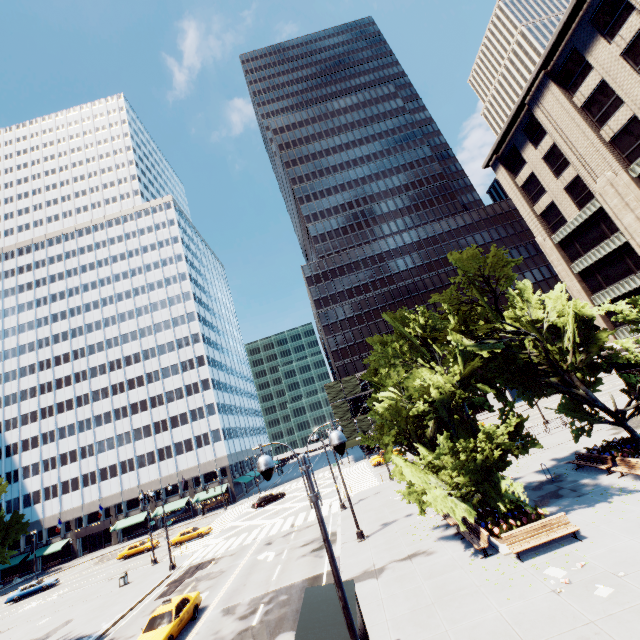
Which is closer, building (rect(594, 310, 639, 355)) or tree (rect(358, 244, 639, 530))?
tree (rect(358, 244, 639, 530))

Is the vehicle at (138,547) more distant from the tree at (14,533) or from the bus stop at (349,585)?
the bus stop at (349,585)

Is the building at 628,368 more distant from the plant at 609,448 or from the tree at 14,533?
the plant at 609,448

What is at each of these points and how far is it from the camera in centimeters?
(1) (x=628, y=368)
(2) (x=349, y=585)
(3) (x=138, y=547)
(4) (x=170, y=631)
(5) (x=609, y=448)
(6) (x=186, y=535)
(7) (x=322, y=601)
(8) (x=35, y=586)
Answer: (1) building, 3114cm
(2) bus stop, 1099cm
(3) vehicle, 4391cm
(4) vehicle, 1617cm
(5) plant, 1977cm
(6) vehicle, 4062cm
(7) bus stop, 1029cm
(8) vehicle, 4134cm

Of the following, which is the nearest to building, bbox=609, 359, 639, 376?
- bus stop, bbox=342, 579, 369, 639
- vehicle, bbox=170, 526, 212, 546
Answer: bus stop, bbox=342, 579, 369, 639

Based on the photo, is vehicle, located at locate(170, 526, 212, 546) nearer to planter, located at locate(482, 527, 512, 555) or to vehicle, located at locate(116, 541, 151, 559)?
vehicle, located at locate(116, 541, 151, 559)

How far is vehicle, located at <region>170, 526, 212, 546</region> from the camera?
40.44m
